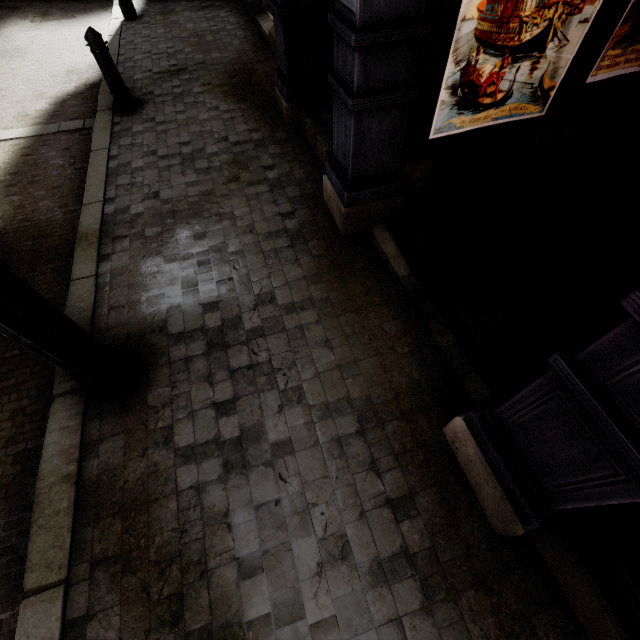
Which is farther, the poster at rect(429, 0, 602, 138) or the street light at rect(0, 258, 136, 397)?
the poster at rect(429, 0, 602, 138)

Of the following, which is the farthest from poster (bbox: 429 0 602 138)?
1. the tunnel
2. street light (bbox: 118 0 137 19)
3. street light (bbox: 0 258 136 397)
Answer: street light (bbox: 118 0 137 19)

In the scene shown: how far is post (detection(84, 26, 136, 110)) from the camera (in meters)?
4.46

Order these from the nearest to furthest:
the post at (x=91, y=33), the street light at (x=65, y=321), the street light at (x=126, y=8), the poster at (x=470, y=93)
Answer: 1. the street light at (x=65, y=321)
2. the poster at (x=470, y=93)
3. the post at (x=91, y=33)
4. the street light at (x=126, y=8)

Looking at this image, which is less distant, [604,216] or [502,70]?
[502,70]

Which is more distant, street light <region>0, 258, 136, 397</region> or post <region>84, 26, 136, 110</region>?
post <region>84, 26, 136, 110</region>

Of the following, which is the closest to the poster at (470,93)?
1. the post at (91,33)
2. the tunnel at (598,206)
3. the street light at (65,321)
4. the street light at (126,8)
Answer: the tunnel at (598,206)

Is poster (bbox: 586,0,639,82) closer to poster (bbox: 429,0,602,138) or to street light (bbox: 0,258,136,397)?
poster (bbox: 429,0,602,138)
